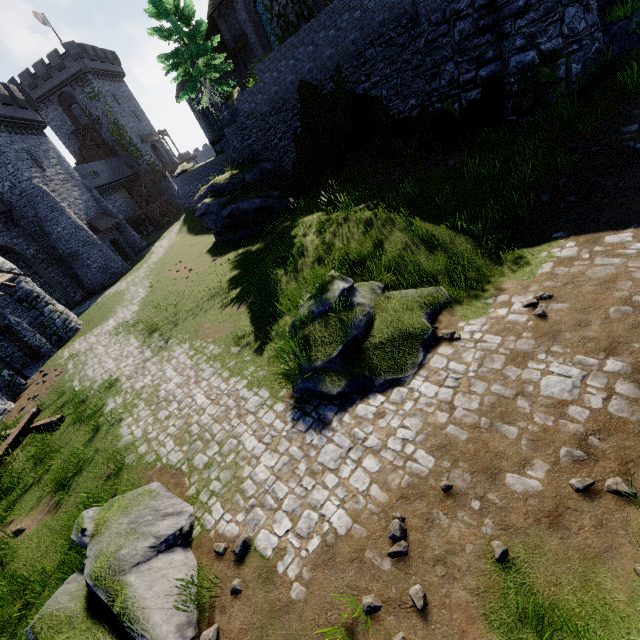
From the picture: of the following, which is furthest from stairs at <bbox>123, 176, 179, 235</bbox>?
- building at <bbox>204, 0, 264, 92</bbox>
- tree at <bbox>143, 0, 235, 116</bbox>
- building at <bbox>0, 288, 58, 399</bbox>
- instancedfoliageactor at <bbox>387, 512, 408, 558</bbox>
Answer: instancedfoliageactor at <bbox>387, 512, 408, 558</bbox>

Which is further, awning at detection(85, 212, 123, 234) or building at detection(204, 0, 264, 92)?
awning at detection(85, 212, 123, 234)

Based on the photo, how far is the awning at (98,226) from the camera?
30.27m

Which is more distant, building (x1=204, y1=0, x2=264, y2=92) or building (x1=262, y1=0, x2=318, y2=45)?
building (x1=204, y1=0, x2=264, y2=92)

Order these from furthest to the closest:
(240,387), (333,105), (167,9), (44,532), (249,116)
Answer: (249,116) < (167,9) < (333,105) < (240,387) < (44,532)

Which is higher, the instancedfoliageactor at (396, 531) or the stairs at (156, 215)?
the stairs at (156, 215)

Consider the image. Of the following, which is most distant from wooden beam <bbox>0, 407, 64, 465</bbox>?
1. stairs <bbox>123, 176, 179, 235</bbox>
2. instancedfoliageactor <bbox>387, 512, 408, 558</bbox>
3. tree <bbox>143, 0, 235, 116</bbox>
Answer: stairs <bbox>123, 176, 179, 235</bbox>

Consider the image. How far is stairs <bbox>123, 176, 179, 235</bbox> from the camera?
39.34m
